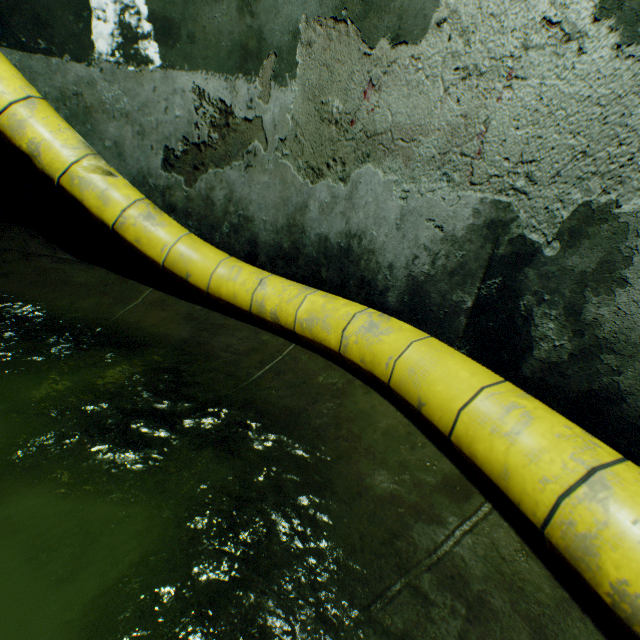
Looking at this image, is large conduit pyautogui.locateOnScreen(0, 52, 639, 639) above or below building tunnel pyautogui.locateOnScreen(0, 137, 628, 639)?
above

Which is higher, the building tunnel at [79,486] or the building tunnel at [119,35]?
the building tunnel at [119,35]

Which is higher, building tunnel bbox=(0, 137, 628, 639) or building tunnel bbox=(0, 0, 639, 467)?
building tunnel bbox=(0, 0, 639, 467)

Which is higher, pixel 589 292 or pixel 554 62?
pixel 554 62

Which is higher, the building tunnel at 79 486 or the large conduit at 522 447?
the large conduit at 522 447
